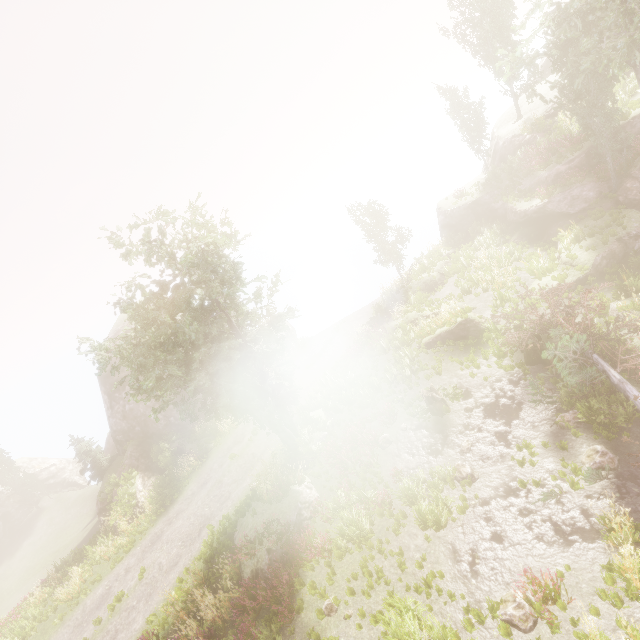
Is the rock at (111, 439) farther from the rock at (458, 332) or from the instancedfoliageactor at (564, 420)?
the rock at (458, 332)

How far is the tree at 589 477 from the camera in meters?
8.7 m

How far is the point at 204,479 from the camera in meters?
21.9 m

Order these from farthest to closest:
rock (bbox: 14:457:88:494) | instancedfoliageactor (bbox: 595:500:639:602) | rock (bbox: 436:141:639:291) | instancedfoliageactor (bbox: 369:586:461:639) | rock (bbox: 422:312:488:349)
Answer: rock (bbox: 14:457:88:494), rock (bbox: 422:312:488:349), rock (bbox: 436:141:639:291), instancedfoliageactor (bbox: 369:586:461:639), instancedfoliageactor (bbox: 595:500:639:602)

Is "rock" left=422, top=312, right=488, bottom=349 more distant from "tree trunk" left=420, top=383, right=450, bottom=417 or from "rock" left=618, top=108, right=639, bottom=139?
"tree trunk" left=420, top=383, right=450, bottom=417

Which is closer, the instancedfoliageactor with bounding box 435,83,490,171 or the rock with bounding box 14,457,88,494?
the instancedfoliageactor with bounding box 435,83,490,171

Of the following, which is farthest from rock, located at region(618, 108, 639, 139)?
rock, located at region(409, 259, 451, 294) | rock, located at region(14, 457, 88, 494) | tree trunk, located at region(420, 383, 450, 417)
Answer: rock, located at region(14, 457, 88, 494)

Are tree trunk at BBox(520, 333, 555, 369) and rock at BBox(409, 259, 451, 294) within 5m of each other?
no
